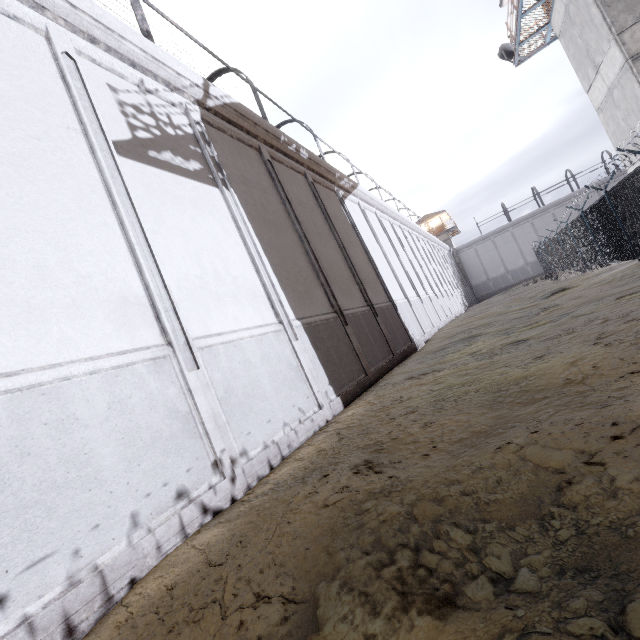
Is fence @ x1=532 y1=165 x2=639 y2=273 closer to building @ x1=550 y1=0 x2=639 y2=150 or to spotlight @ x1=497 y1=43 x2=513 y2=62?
building @ x1=550 y1=0 x2=639 y2=150

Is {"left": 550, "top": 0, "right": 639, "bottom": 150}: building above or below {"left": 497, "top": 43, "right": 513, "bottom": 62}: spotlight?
below

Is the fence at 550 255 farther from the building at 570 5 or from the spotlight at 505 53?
the spotlight at 505 53

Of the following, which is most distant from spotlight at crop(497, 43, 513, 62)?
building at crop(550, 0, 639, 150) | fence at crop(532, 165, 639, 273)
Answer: fence at crop(532, 165, 639, 273)

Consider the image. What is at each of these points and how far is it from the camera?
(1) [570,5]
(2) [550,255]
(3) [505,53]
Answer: (1) building, 13.0m
(2) fence, 28.4m
(3) spotlight, 17.2m

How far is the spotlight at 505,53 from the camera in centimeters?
1708cm
